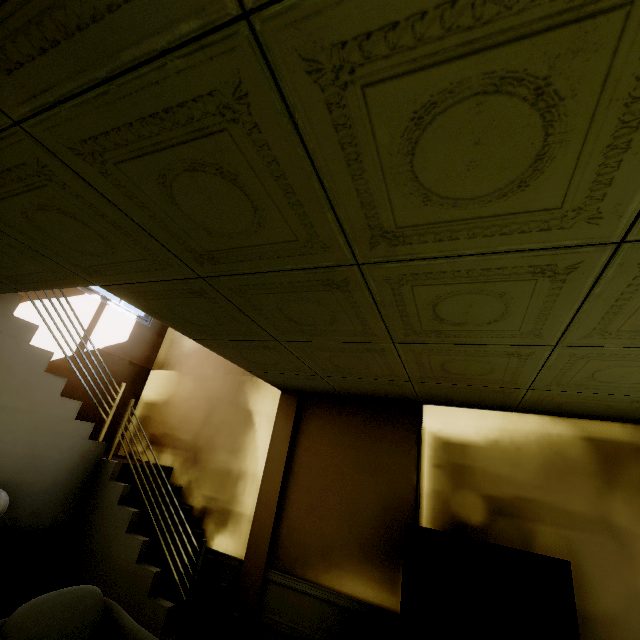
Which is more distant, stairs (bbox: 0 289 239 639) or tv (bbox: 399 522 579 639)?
stairs (bbox: 0 289 239 639)

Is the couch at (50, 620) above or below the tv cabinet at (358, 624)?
above

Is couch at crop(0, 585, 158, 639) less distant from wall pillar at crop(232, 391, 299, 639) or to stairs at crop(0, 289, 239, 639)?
stairs at crop(0, 289, 239, 639)

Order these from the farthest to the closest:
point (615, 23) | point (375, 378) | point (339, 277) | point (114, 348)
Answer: point (114, 348) → point (375, 378) → point (339, 277) → point (615, 23)

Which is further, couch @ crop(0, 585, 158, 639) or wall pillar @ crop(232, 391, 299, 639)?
wall pillar @ crop(232, 391, 299, 639)

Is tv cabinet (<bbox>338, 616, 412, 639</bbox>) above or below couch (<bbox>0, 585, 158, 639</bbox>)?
below

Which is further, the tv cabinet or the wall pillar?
the wall pillar

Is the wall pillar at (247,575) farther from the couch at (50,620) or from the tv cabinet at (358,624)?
the couch at (50,620)
